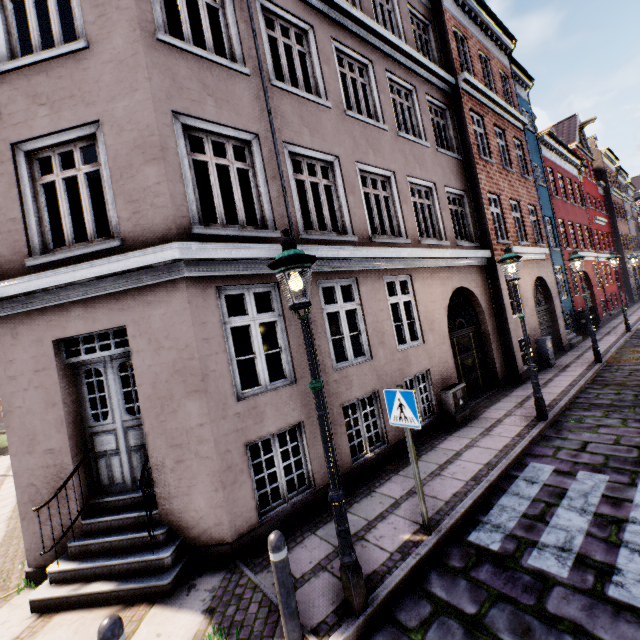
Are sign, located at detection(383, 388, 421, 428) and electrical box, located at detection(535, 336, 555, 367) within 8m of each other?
no

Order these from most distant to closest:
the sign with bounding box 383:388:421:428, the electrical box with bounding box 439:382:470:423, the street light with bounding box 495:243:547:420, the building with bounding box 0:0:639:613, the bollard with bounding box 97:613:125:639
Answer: the electrical box with bounding box 439:382:470:423 < the street light with bounding box 495:243:547:420 < the building with bounding box 0:0:639:613 < the sign with bounding box 383:388:421:428 < the bollard with bounding box 97:613:125:639

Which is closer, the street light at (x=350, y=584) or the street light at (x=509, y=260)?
the street light at (x=350, y=584)

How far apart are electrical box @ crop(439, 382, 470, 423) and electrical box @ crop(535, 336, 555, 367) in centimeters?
537cm

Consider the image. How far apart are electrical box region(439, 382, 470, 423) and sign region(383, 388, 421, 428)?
4.1 meters

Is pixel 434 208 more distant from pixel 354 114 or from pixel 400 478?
pixel 400 478

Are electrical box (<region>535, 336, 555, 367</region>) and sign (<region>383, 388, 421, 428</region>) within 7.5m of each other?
no

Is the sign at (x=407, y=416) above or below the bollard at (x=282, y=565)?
above
